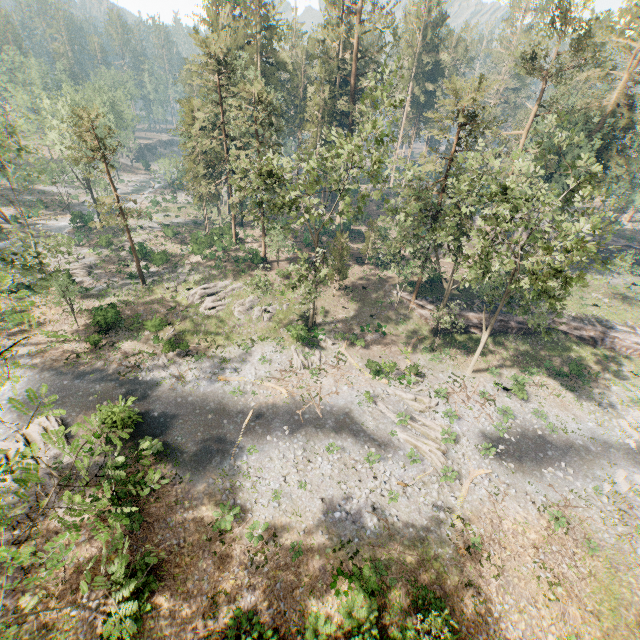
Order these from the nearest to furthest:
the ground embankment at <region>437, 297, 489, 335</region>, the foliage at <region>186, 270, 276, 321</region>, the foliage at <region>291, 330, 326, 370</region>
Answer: the foliage at <region>291, 330, 326, 370</region>, the foliage at <region>186, 270, 276, 321</region>, the ground embankment at <region>437, 297, 489, 335</region>

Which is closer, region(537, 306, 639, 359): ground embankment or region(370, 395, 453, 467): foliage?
region(370, 395, 453, 467): foliage

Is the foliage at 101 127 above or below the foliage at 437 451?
above

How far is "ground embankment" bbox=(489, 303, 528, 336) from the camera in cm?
3628

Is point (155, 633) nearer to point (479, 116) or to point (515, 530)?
point (515, 530)

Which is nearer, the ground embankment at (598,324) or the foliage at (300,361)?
the foliage at (300,361)

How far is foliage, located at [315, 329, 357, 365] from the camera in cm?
3241

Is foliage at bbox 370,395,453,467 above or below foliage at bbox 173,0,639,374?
below
